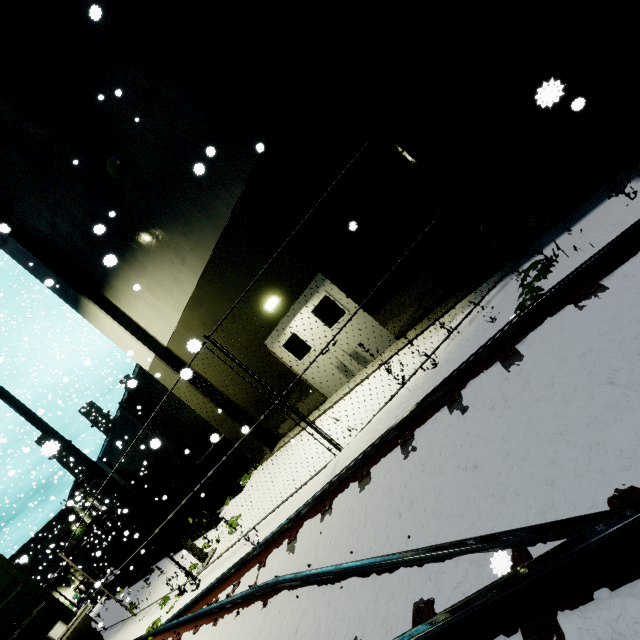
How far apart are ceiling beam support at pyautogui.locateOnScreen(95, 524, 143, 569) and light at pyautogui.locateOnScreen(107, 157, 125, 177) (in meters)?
20.48

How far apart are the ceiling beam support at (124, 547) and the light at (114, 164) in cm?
2048

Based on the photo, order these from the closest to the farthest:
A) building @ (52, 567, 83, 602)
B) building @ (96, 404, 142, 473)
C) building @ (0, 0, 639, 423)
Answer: building @ (0, 0, 639, 423)
building @ (96, 404, 142, 473)
building @ (52, 567, 83, 602)

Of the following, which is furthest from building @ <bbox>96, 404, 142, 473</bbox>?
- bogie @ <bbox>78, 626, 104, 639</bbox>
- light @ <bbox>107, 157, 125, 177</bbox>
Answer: bogie @ <bbox>78, 626, 104, 639</bbox>

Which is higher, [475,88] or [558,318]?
[475,88]

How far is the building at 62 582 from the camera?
53.72m

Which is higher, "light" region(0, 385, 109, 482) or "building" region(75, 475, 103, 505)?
"building" region(75, 475, 103, 505)

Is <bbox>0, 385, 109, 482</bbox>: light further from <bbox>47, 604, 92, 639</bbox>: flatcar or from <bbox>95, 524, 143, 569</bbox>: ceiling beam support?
<bbox>95, 524, 143, 569</bbox>: ceiling beam support
